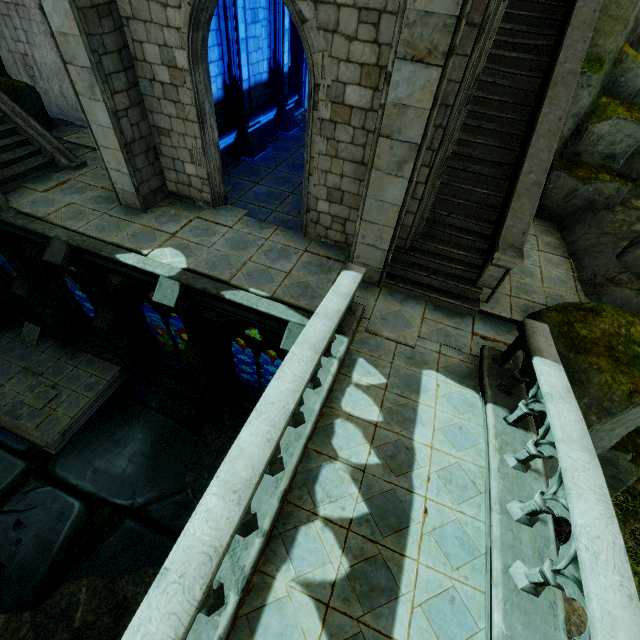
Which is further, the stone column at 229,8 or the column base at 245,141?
the column base at 245,141

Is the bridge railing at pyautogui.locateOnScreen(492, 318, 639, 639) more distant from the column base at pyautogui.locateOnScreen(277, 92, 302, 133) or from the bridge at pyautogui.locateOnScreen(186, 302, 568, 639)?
the column base at pyautogui.locateOnScreen(277, 92, 302, 133)

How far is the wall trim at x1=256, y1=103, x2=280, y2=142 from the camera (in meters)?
12.23

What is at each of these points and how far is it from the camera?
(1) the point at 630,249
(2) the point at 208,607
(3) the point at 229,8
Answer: (1) rock, 7.8m
(2) bridge railing, 3.0m
(3) stone column, 8.9m

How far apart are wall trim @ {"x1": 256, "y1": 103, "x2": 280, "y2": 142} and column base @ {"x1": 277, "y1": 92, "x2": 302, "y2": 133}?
0.02m

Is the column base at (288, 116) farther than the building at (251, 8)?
Yes

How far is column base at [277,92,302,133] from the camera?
12.79m

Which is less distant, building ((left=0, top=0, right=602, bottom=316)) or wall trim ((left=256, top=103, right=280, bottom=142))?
building ((left=0, top=0, right=602, bottom=316))
